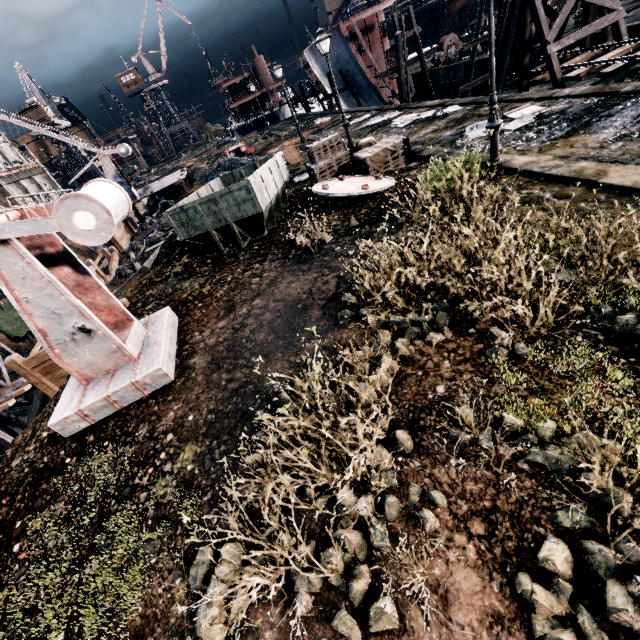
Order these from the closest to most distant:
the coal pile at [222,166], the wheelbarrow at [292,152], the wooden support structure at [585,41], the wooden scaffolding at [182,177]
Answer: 1. the wooden support structure at [585,41]
2. the wheelbarrow at [292,152]
3. the coal pile at [222,166]
4. the wooden scaffolding at [182,177]

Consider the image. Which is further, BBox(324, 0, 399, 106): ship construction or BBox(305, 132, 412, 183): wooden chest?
BBox(324, 0, 399, 106): ship construction

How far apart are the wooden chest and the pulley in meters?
30.8

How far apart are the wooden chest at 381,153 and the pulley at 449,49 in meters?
30.8

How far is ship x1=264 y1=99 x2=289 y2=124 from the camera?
55.9 meters

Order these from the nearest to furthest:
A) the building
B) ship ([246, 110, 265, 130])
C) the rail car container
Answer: the rail car container
the building
ship ([246, 110, 265, 130])

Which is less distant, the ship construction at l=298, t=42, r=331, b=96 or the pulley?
the pulley

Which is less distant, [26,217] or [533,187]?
[26,217]
